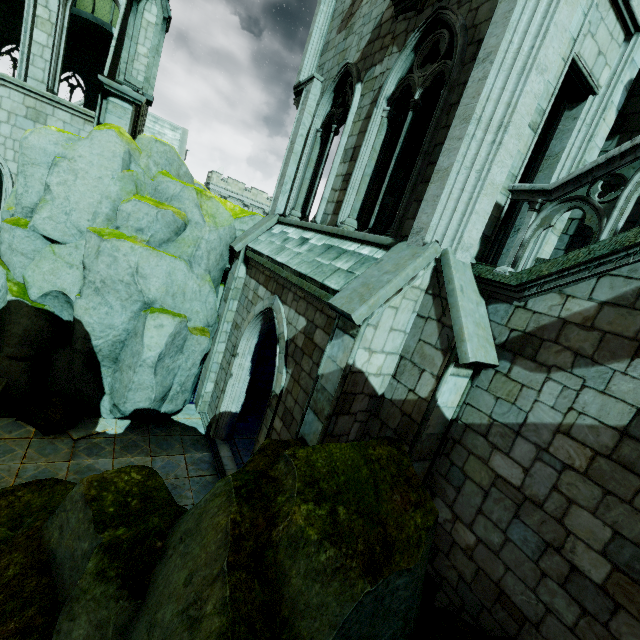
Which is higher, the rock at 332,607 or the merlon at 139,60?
the merlon at 139,60

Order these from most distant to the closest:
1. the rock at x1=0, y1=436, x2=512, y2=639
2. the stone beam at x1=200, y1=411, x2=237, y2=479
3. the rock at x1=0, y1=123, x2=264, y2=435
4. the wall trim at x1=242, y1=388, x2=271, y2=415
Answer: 1. the wall trim at x1=242, y1=388, x2=271, y2=415
2. the stone beam at x1=200, y1=411, x2=237, y2=479
3. the rock at x1=0, y1=123, x2=264, y2=435
4. the rock at x1=0, y1=436, x2=512, y2=639

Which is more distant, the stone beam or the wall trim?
the wall trim

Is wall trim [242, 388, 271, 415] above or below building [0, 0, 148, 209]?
below

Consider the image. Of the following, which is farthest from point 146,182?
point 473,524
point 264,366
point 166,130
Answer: point 166,130

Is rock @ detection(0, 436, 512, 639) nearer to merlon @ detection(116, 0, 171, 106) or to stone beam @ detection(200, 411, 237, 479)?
stone beam @ detection(200, 411, 237, 479)

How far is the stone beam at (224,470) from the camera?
9.3 meters

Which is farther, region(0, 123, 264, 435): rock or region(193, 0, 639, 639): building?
region(0, 123, 264, 435): rock
